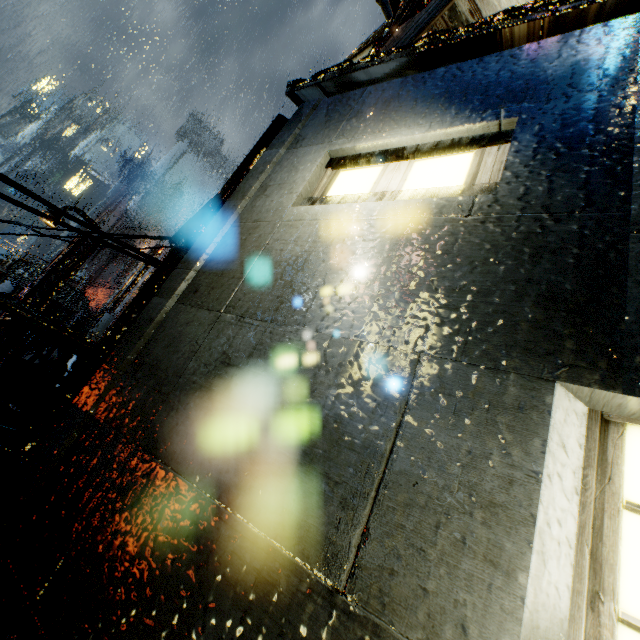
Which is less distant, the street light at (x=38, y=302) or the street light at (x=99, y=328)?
the street light at (x=38, y=302)

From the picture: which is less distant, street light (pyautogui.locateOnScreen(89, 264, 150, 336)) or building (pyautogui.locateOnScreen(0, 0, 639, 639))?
building (pyautogui.locateOnScreen(0, 0, 639, 639))

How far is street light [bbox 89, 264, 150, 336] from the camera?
21.56m

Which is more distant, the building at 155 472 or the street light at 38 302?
the street light at 38 302

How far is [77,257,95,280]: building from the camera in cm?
5903

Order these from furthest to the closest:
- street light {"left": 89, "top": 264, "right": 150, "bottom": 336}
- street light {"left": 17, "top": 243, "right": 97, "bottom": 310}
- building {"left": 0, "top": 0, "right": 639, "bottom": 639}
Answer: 1. street light {"left": 89, "top": 264, "right": 150, "bottom": 336}
2. street light {"left": 17, "top": 243, "right": 97, "bottom": 310}
3. building {"left": 0, "top": 0, "right": 639, "bottom": 639}

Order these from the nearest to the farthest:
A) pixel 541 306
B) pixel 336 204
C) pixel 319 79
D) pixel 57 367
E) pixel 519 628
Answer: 1. pixel 519 628
2. pixel 541 306
3. pixel 336 204
4. pixel 319 79
5. pixel 57 367
